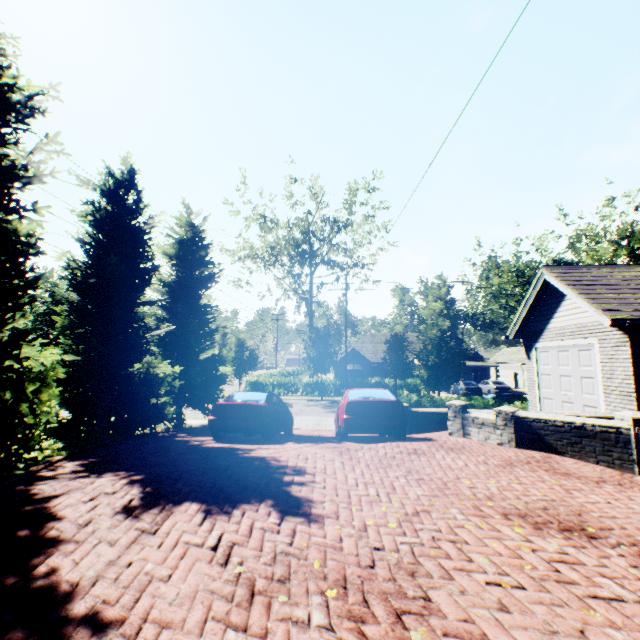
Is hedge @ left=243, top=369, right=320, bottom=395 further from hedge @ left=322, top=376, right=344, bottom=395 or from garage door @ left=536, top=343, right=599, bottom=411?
garage door @ left=536, top=343, right=599, bottom=411

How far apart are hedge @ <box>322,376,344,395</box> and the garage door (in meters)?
21.27

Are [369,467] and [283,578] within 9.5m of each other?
yes

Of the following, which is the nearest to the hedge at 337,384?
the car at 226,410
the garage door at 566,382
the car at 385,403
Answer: the car at 226,410

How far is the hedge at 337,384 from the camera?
33.1m

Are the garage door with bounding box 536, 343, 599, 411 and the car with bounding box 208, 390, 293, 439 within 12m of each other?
yes

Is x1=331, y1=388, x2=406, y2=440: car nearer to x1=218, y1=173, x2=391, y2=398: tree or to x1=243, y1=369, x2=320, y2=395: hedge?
x1=218, y1=173, x2=391, y2=398: tree

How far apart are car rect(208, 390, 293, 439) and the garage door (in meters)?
9.96
